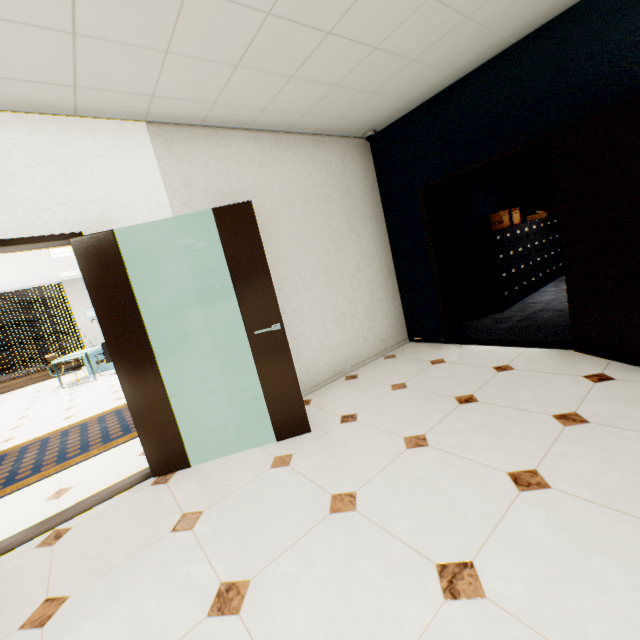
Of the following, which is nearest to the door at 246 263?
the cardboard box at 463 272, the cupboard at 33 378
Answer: the cardboard box at 463 272

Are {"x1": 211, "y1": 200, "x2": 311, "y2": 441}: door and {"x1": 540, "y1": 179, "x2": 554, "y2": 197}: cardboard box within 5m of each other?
no

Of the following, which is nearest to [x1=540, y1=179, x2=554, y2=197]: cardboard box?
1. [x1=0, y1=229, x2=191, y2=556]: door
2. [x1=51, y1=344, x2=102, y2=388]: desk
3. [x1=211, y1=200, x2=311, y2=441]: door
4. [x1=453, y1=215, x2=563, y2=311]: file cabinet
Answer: [x1=453, y1=215, x2=563, y2=311]: file cabinet

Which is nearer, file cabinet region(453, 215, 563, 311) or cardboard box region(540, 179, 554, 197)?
file cabinet region(453, 215, 563, 311)

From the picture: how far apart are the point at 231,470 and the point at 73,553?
1.1m

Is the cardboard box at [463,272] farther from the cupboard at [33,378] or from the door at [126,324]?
the cupboard at [33,378]

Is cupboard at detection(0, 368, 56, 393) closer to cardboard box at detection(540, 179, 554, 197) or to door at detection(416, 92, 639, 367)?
door at detection(416, 92, 639, 367)

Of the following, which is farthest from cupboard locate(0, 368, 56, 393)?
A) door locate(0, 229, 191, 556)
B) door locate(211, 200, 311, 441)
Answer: door locate(211, 200, 311, 441)
